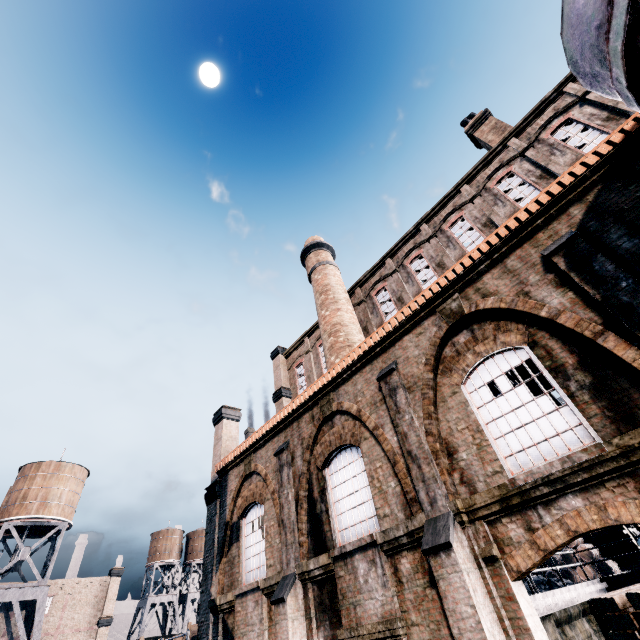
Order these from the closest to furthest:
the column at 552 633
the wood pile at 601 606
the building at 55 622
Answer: the wood pile at 601 606
the column at 552 633
the building at 55 622

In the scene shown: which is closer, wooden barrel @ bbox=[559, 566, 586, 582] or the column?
the column

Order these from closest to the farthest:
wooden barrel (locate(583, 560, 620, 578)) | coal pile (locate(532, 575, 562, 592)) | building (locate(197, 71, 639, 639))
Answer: building (locate(197, 71, 639, 639)), coal pile (locate(532, 575, 562, 592)), wooden barrel (locate(583, 560, 620, 578))

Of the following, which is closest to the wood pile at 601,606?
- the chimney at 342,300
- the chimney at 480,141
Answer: the chimney at 342,300

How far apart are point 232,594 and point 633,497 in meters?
13.8

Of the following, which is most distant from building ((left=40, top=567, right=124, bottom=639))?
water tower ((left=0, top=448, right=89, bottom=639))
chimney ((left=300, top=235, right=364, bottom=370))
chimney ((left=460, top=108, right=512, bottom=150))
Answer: chimney ((left=460, top=108, right=512, bottom=150))

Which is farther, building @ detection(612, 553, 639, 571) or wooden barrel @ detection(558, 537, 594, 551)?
wooden barrel @ detection(558, 537, 594, 551)

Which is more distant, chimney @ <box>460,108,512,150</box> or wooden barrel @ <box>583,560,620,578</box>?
chimney @ <box>460,108,512,150</box>
